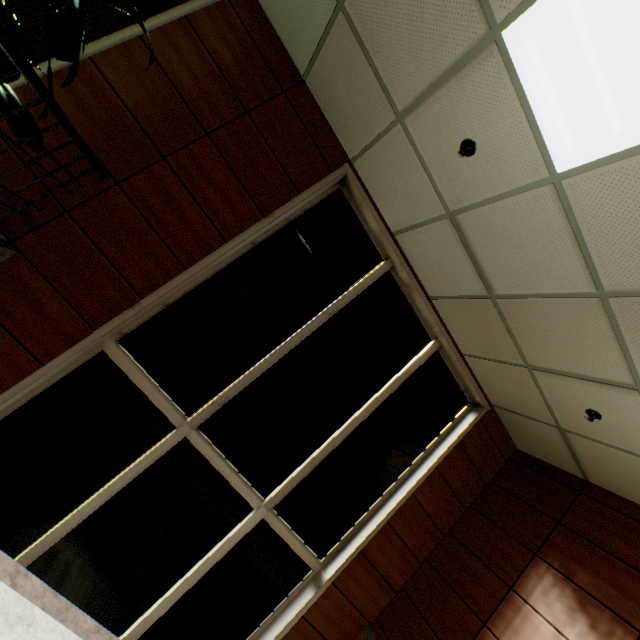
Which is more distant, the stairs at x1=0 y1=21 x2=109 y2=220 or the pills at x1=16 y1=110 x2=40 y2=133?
the pills at x1=16 y1=110 x2=40 y2=133

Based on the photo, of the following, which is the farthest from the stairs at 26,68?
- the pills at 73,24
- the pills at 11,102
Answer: the pills at 73,24

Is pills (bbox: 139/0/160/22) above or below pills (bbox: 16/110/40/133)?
above

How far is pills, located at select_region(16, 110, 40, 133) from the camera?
2.3m

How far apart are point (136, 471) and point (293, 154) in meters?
3.8 m

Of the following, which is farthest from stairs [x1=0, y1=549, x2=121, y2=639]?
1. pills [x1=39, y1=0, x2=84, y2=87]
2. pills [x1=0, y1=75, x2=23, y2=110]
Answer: pills [x1=39, y1=0, x2=84, y2=87]

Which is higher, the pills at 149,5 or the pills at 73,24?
the pills at 149,5
